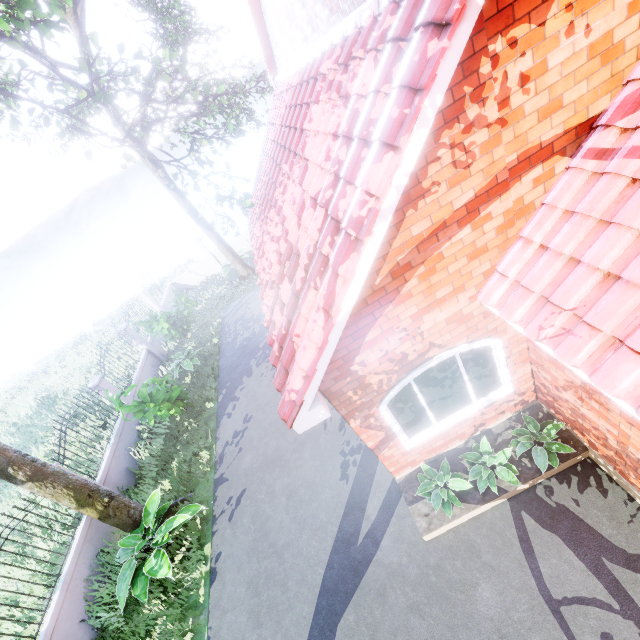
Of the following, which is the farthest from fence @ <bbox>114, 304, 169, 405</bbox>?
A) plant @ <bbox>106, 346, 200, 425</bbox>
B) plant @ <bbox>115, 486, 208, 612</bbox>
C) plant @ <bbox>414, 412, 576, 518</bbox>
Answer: plant @ <bbox>414, 412, 576, 518</bbox>

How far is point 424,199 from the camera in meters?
3.2

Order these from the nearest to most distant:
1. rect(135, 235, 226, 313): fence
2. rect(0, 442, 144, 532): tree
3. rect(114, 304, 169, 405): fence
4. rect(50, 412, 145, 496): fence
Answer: rect(0, 442, 144, 532): tree, rect(50, 412, 145, 496): fence, rect(114, 304, 169, 405): fence, rect(135, 235, 226, 313): fence

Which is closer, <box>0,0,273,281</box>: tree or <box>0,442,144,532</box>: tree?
<box>0,0,273,281</box>: tree

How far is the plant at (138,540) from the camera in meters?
6.7

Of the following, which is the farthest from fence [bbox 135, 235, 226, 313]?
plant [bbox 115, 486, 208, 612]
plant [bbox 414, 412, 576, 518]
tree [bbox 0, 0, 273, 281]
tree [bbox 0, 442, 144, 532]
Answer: plant [bbox 414, 412, 576, 518]

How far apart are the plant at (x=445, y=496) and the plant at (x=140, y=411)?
7.02m

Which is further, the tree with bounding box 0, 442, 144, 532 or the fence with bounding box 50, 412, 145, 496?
the fence with bounding box 50, 412, 145, 496
